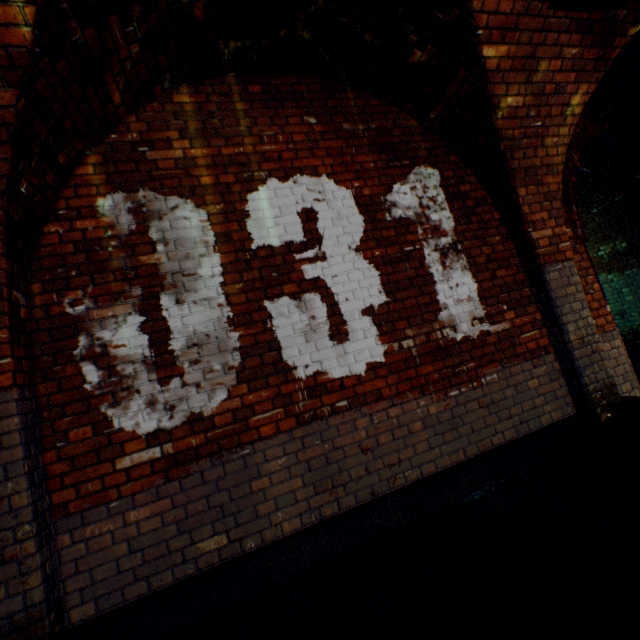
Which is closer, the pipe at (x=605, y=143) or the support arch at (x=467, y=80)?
the support arch at (x=467, y=80)

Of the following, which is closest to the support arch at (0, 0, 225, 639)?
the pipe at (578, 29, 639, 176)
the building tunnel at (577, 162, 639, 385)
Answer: the building tunnel at (577, 162, 639, 385)

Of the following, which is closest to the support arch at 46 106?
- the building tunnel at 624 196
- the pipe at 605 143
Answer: the building tunnel at 624 196

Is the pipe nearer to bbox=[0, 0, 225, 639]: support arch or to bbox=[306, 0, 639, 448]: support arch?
bbox=[306, 0, 639, 448]: support arch

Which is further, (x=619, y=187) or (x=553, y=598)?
(x=619, y=187)

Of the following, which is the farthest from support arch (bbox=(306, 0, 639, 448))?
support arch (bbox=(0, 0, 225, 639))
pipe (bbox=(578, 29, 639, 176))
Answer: support arch (bbox=(0, 0, 225, 639))

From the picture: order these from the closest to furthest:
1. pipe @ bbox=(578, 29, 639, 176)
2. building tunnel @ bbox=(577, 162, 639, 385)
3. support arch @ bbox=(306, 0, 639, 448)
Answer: support arch @ bbox=(306, 0, 639, 448)
pipe @ bbox=(578, 29, 639, 176)
building tunnel @ bbox=(577, 162, 639, 385)
